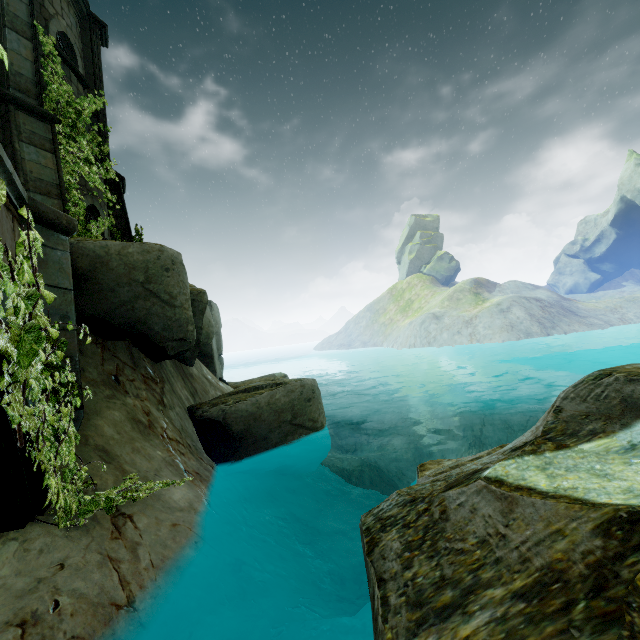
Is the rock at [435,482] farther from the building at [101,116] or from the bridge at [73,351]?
the building at [101,116]

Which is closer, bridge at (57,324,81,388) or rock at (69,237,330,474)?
bridge at (57,324,81,388)

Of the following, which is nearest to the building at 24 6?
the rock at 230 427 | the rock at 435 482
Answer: the rock at 230 427

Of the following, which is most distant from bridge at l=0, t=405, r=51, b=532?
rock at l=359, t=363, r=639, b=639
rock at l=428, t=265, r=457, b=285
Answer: rock at l=428, t=265, r=457, b=285

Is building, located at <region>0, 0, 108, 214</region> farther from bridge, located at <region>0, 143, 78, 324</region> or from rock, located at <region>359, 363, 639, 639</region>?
rock, located at <region>359, 363, 639, 639</region>

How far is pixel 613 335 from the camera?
29.1 meters

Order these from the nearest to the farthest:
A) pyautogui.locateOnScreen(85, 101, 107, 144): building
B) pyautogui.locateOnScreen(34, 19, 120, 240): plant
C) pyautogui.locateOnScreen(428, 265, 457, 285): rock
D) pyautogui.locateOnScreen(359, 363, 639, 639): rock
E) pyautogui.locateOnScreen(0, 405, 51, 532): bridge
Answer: pyautogui.locateOnScreen(359, 363, 639, 639): rock
pyautogui.locateOnScreen(0, 405, 51, 532): bridge
pyautogui.locateOnScreen(34, 19, 120, 240): plant
pyautogui.locateOnScreen(85, 101, 107, 144): building
pyautogui.locateOnScreen(428, 265, 457, 285): rock
